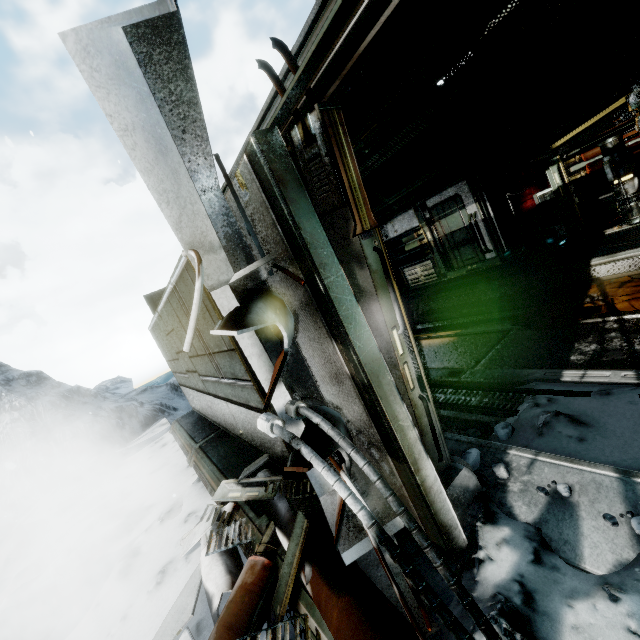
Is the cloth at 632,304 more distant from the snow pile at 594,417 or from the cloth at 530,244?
the cloth at 530,244

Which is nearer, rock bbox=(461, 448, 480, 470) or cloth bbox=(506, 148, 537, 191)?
rock bbox=(461, 448, 480, 470)

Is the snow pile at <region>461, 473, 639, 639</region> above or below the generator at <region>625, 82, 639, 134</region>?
below

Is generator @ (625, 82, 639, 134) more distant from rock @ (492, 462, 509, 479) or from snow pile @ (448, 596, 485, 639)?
rock @ (492, 462, 509, 479)

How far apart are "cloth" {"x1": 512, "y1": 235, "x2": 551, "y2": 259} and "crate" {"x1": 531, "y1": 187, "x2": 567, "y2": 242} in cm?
57

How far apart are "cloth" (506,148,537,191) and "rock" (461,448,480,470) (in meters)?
9.32

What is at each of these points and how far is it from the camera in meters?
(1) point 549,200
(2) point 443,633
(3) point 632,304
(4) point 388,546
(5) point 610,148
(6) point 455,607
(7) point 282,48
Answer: (1) crate, 8.8 m
(2) snow pile, 1.6 m
(3) cloth, 4.5 m
(4) wires, 1.1 m
(5) generator, 5.5 m
(6) snow pile, 1.7 m
(7) wall detail, 1.4 m

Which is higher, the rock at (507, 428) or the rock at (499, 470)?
the rock at (499, 470)
